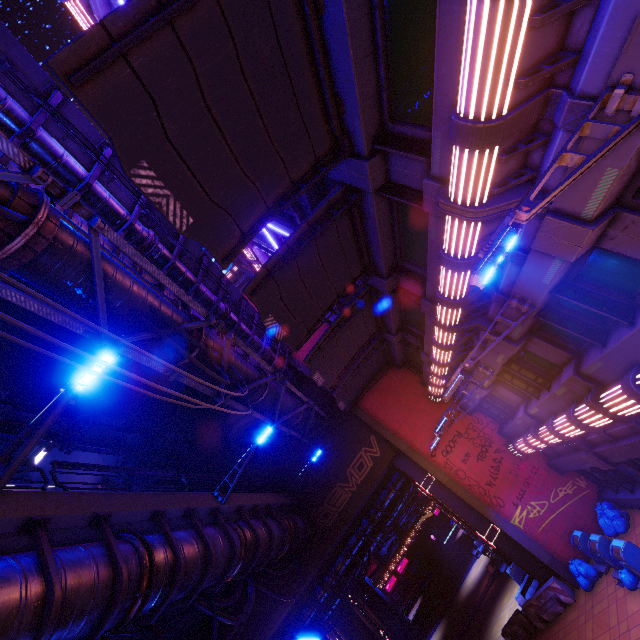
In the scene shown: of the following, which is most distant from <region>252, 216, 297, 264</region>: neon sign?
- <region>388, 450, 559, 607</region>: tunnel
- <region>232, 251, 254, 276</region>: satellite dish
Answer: <region>388, 450, 559, 607</region>: tunnel

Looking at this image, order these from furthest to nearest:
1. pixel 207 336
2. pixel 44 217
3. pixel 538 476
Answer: pixel 538 476 → pixel 207 336 → pixel 44 217

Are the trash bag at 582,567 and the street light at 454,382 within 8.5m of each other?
no

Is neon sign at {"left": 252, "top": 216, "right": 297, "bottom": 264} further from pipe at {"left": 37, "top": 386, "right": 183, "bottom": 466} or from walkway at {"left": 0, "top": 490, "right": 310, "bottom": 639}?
walkway at {"left": 0, "top": 490, "right": 310, "bottom": 639}

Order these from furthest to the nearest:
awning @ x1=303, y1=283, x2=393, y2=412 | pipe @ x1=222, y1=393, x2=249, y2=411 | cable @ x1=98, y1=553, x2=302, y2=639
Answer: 1. awning @ x1=303, y1=283, x2=393, y2=412
2. pipe @ x1=222, y1=393, x2=249, y2=411
3. cable @ x1=98, y1=553, x2=302, y2=639

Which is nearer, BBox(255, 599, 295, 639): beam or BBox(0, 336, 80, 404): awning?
BBox(0, 336, 80, 404): awning

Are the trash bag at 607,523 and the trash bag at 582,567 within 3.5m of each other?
yes

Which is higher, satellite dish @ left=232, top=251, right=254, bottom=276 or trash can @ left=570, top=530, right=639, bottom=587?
satellite dish @ left=232, top=251, right=254, bottom=276
